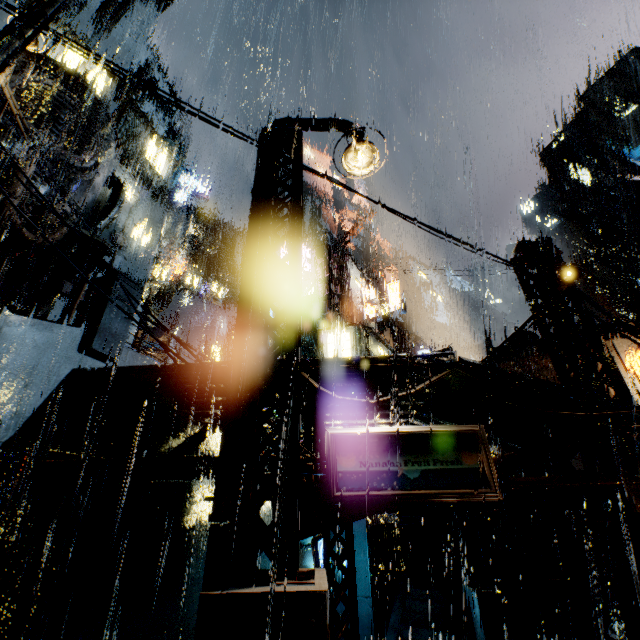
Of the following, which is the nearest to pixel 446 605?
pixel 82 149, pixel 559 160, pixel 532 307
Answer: pixel 532 307

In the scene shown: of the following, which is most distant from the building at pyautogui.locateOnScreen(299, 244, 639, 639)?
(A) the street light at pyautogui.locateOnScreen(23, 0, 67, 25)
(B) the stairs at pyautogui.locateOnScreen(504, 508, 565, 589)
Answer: (A) the street light at pyautogui.locateOnScreen(23, 0, 67, 25)

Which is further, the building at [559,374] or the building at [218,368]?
the building at [218,368]

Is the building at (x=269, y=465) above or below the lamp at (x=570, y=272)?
below

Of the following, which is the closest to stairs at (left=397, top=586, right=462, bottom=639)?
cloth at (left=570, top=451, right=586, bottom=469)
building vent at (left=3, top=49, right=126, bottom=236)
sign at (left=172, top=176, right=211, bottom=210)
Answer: cloth at (left=570, top=451, right=586, bottom=469)

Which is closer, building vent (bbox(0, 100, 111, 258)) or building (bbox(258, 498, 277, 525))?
building (bbox(258, 498, 277, 525))

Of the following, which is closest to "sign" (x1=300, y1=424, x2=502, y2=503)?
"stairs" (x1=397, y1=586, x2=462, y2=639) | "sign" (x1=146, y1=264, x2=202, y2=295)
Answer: "stairs" (x1=397, y1=586, x2=462, y2=639)

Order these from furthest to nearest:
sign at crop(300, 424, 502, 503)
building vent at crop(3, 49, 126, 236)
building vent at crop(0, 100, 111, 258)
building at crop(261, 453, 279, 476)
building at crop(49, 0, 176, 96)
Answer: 1. building at crop(49, 0, 176, 96)
2. building vent at crop(3, 49, 126, 236)
3. building vent at crop(0, 100, 111, 258)
4. building at crop(261, 453, 279, 476)
5. sign at crop(300, 424, 502, 503)
